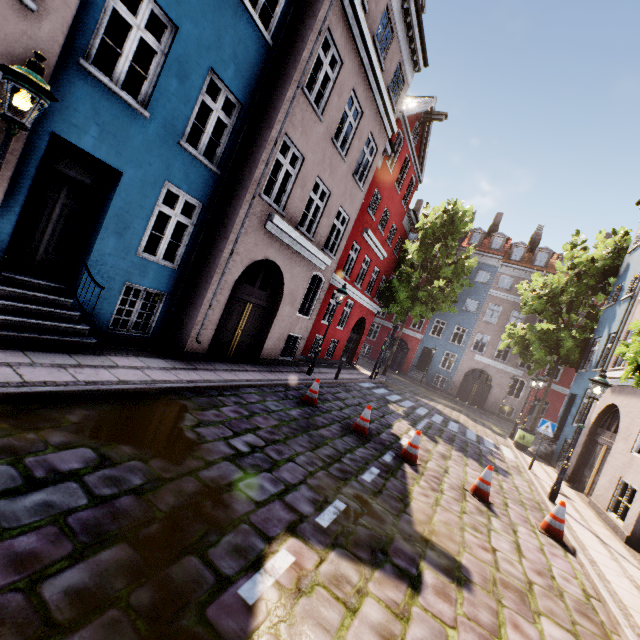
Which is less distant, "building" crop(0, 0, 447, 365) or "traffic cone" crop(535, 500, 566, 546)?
"building" crop(0, 0, 447, 365)

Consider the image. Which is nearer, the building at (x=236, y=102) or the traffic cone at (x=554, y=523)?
the building at (x=236, y=102)

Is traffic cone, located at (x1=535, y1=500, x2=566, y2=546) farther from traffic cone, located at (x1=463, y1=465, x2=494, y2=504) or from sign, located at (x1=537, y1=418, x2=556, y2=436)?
sign, located at (x1=537, y1=418, x2=556, y2=436)

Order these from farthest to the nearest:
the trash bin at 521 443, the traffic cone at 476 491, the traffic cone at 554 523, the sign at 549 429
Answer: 1. the trash bin at 521 443
2. the sign at 549 429
3. the traffic cone at 476 491
4. the traffic cone at 554 523

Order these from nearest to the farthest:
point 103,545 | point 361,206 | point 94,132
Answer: point 103,545 < point 94,132 < point 361,206

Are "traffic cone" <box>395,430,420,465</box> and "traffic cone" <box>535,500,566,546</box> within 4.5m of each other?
yes

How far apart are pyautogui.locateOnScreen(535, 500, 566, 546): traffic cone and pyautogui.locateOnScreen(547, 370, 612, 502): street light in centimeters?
233cm

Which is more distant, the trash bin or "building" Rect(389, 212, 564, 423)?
"building" Rect(389, 212, 564, 423)
